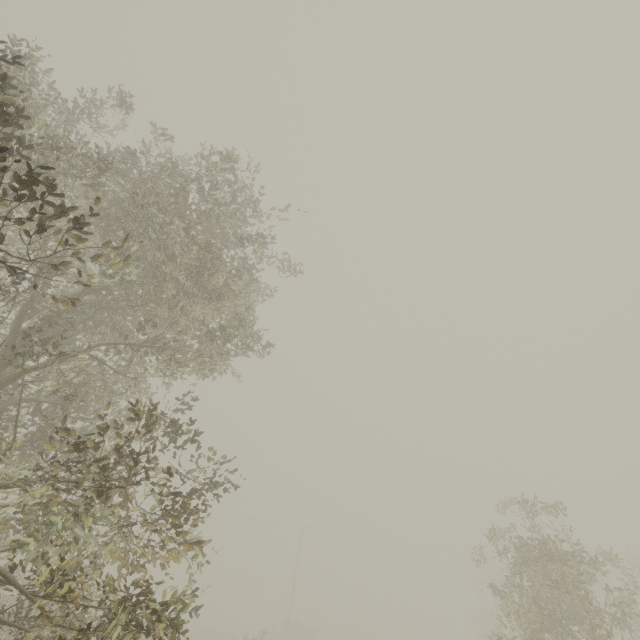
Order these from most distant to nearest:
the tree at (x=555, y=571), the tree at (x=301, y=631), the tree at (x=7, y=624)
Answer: the tree at (x=301, y=631) → the tree at (x=555, y=571) → the tree at (x=7, y=624)

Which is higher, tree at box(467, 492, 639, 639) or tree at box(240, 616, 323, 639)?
tree at box(467, 492, 639, 639)

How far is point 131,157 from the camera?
7.1 meters

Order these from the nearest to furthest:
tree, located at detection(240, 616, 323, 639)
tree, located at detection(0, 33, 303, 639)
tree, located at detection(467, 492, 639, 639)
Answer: tree, located at detection(0, 33, 303, 639), tree, located at detection(467, 492, 639, 639), tree, located at detection(240, 616, 323, 639)

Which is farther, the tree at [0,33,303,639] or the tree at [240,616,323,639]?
the tree at [240,616,323,639]

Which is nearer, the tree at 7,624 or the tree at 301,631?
the tree at 7,624
